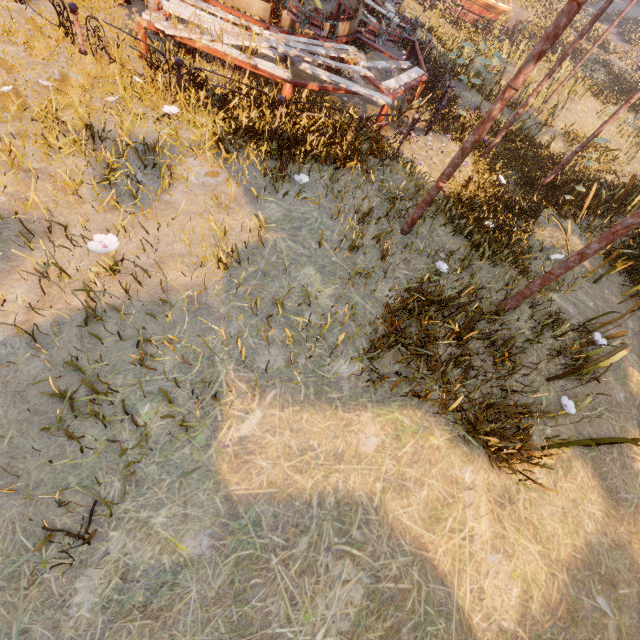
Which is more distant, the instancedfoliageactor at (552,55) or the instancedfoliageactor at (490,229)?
the instancedfoliageactor at (552,55)

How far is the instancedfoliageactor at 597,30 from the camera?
16.1m

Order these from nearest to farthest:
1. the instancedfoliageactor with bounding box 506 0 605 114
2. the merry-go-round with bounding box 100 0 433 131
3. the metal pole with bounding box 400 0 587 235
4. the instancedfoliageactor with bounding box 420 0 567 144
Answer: the metal pole with bounding box 400 0 587 235 < the merry-go-round with bounding box 100 0 433 131 < the instancedfoliageactor with bounding box 420 0 567 144 < the instancedfoliageactor with bounding box 506 0 605 114

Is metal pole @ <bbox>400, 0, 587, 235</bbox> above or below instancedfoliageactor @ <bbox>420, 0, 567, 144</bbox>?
above

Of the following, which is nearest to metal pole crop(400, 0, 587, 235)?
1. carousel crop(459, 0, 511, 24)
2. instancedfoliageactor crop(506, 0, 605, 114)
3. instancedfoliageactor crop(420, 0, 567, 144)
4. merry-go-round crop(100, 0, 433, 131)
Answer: merry-go-round crop(100, 0, 433, 131)

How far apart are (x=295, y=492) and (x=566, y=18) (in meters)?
5.59

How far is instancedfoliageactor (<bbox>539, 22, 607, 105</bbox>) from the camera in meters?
16.1 m

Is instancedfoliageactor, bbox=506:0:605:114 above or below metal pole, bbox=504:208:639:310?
below
